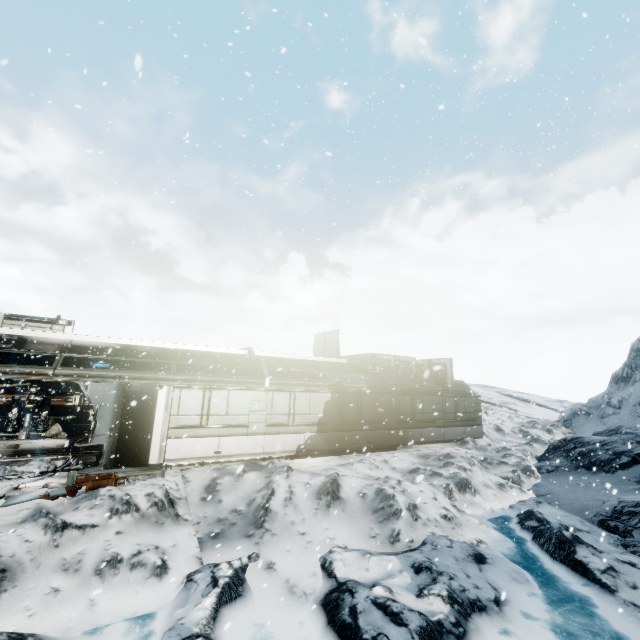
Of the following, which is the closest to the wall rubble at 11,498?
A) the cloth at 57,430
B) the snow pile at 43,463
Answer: the snow pile at 43,463

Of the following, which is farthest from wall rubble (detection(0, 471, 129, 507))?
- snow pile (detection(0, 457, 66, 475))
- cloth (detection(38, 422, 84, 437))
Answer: cloth (detection(38, 422, 84, 437))

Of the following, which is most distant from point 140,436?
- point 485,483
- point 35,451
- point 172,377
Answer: point 485,483

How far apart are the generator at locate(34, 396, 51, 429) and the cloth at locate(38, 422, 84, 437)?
0.4 meters

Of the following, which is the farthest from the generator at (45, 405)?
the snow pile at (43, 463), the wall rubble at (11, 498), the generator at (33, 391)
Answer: the wall rubble at (11, 498)

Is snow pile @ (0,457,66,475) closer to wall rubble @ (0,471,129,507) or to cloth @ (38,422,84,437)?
wall rubble @ (0,471,129,507)

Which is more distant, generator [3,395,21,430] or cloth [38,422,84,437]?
cloth [38,422,84,437]

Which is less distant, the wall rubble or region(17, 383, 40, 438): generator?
the wall rubble
